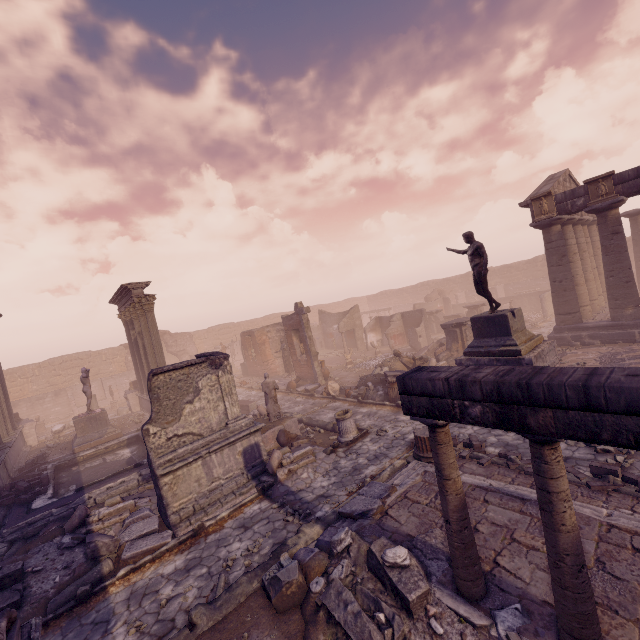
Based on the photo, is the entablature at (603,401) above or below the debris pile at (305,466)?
above

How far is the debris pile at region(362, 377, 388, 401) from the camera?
14.1 meters

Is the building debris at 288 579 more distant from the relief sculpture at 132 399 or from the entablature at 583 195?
the relief sculpture at 132 399

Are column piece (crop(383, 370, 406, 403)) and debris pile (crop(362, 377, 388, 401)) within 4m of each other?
yes

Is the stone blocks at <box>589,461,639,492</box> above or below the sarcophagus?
below

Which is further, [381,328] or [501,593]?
[381,328]

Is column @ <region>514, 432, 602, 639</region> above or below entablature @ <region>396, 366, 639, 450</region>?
below

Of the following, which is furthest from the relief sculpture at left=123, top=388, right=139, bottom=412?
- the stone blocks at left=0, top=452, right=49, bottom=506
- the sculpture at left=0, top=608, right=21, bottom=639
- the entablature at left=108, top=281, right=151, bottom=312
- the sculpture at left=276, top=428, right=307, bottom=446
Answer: the sculpture at left=0, top=608, right=21, bottom=639
